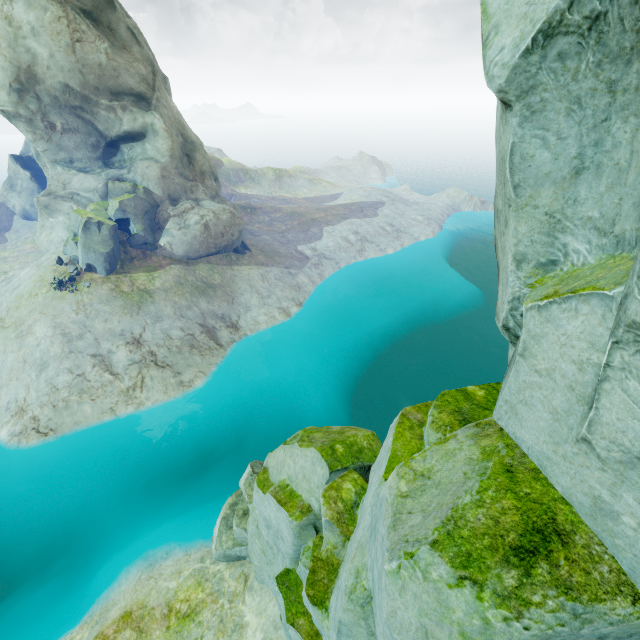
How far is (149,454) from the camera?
21.8 meters

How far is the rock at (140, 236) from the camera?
24.75m

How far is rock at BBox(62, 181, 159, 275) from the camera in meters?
24.8 m

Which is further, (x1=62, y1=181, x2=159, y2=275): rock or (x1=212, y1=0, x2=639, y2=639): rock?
(x1=62, y1=181, x2=159, y2=275): rock

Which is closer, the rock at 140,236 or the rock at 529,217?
the rock at 529,217
